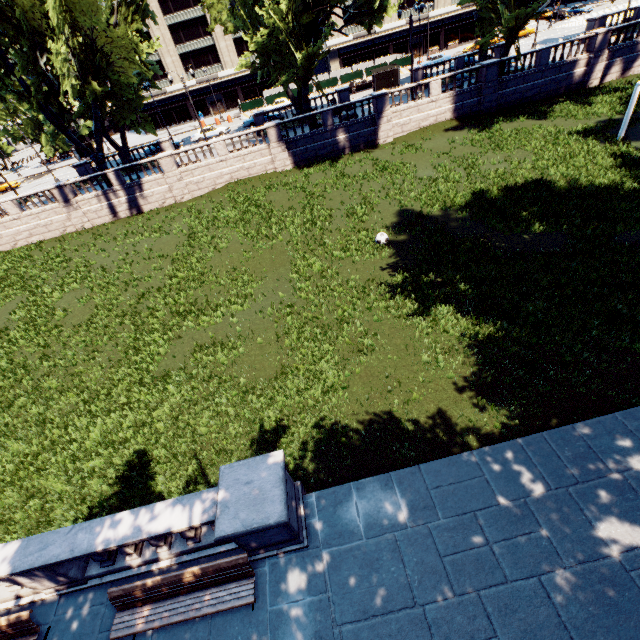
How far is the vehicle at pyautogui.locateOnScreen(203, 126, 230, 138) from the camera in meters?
42.2

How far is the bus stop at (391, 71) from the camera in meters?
39.5 m

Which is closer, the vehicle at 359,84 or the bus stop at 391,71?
the bus stop at 391,71

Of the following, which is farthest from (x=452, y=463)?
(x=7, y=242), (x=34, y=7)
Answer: (x=7, y=242)

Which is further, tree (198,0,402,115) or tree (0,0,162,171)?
tree (198,0,402,115)

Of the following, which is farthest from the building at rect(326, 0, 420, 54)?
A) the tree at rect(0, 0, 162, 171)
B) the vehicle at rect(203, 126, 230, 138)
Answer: the vehicle at rect(203, 126, 230, 138)

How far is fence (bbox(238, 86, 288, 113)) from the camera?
50.0m

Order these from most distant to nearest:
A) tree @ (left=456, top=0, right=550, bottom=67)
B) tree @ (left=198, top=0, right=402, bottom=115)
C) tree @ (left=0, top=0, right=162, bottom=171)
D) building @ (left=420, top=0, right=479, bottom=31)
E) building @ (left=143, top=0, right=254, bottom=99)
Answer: building @ (left=420, top=0, right=479, bottom=31) → building @ (left=143, top=0, right=254, bottom=99) → tree @ (left=456, top=0, right=550, bottom=67) → tree @ (left=198, top=0, right=402, bottom=115) → tree @ (left=0, top=0, right=162, bottom=171)
